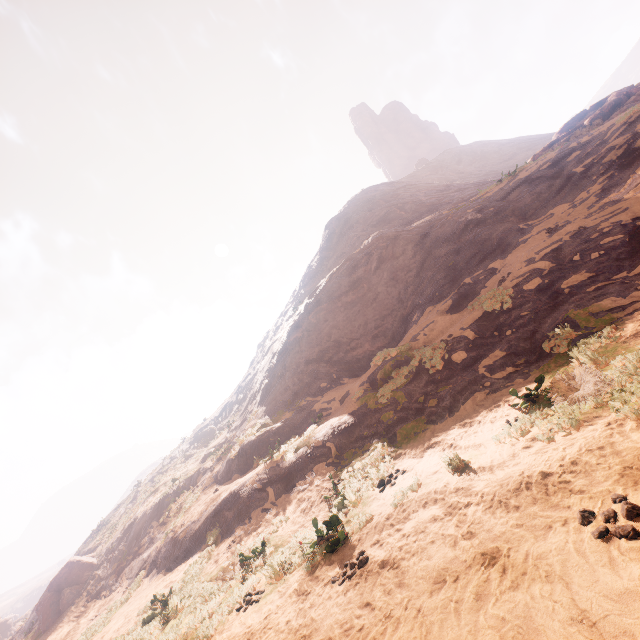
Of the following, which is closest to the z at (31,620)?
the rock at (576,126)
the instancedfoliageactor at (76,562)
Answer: the instancedfoliageactor at (76,562)

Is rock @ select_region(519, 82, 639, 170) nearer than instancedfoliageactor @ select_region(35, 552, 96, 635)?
Yes

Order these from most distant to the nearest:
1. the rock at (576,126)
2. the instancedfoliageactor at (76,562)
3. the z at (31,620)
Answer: the instancedfoliageactor at (76,562) < the rock at (576,126) < the z at (31,620)

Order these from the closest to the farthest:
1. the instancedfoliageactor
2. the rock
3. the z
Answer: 1. the z
2. the rock
3. the instancedfoliageactor

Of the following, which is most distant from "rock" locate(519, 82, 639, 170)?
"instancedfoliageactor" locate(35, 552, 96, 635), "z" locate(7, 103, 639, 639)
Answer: "instancedfoliageactor" locate(35, 552, 96, 635)

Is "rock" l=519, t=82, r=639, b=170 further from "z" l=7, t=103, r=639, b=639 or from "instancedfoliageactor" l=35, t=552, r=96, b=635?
"instancedfoliageactor" l=35, t=552, r=96, b=635

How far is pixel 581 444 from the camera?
4.66m
